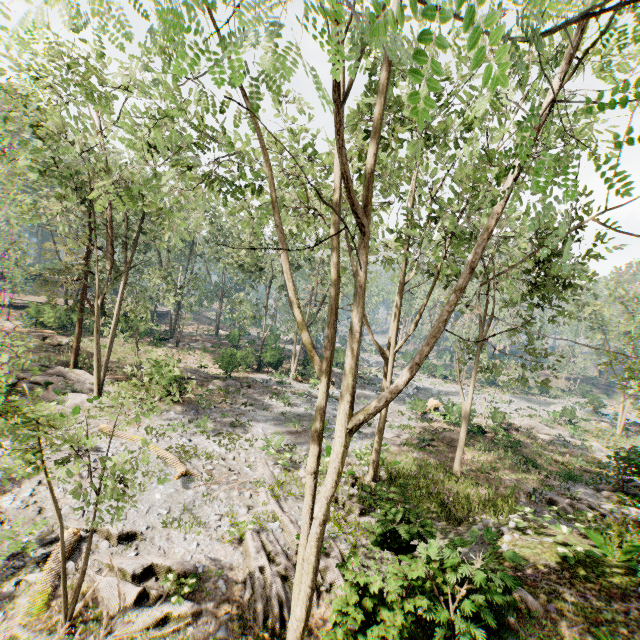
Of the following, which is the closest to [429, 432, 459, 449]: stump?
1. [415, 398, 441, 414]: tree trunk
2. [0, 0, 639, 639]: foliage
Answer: [415, 398, 441, 414]: tree trunk

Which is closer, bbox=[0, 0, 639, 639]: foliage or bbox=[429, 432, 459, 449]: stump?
bbox=[0, 0, 639, 639]: foliage

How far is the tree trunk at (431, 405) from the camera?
27.4 meters

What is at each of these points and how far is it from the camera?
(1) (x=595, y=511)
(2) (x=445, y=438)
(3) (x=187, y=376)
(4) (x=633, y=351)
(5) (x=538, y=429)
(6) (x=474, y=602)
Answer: (1) foliage, 14.10m
(2) stump, 23.27m
(3) foliage, 27.50m
(4) foliage, 12.57m
(5) foliage, 30.19m
(6) foliage, 6.68m

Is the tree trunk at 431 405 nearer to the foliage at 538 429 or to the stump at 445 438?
the stump at 445 438

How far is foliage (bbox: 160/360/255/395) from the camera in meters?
7.5 m

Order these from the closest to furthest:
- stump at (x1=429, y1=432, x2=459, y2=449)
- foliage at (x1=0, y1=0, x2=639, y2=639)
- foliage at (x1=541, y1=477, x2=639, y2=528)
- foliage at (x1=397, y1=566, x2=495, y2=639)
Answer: foliage at (x1=0, y1=0, x2=639, y2=639), foliage at (x1=397, y1=566, x2=495, y2=639), foliage at (x1=541, y1=477, x2=639, y2=528), stump at (x1=429, y1=432, x2=459, y2=449)
